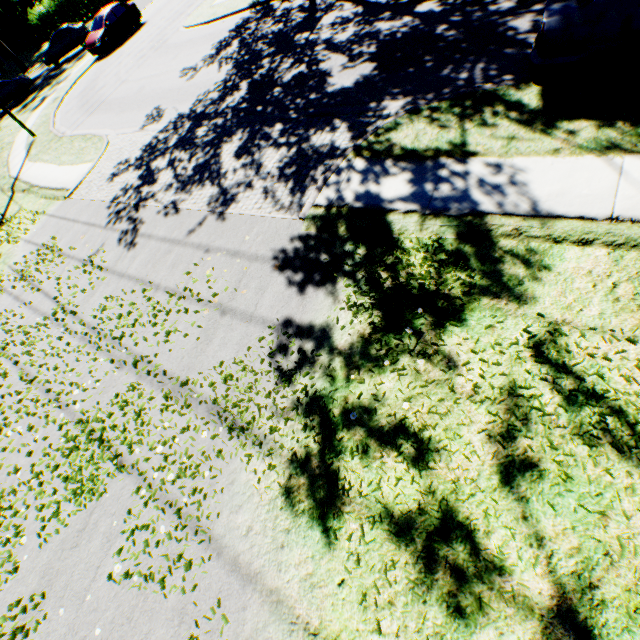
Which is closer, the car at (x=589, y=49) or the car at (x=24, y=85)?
the car at (x=589, y=49)

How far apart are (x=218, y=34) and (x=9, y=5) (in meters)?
55.45

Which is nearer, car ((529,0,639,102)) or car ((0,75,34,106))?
car ((529,0,639,102))
